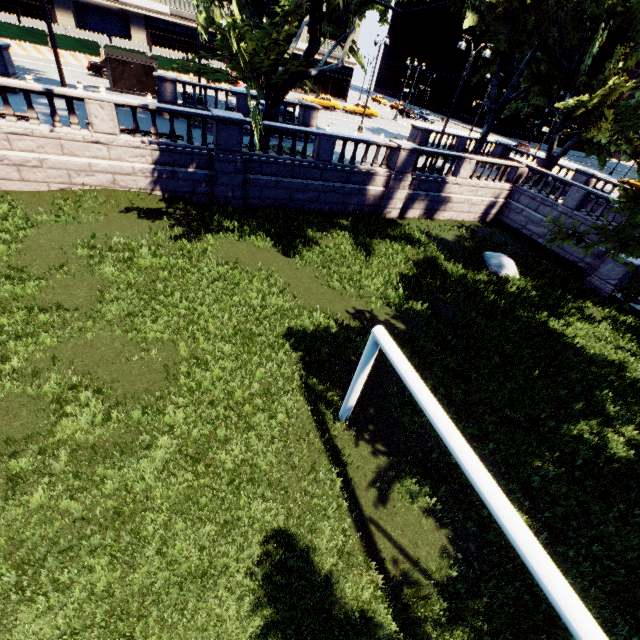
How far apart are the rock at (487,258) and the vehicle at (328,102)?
35.0m

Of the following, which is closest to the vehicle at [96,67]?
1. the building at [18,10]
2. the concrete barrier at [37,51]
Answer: the concrete barrier at [37,51]

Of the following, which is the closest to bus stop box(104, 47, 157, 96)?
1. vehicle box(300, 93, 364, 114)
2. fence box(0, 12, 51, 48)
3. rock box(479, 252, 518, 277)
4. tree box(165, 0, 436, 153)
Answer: tree box(165, 0, 436, 153)

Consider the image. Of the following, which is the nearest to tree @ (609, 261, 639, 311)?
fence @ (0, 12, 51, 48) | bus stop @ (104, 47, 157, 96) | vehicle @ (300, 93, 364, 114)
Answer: bus stop @ (104, 47, 157, 96)

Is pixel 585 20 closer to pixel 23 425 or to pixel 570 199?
pixel 570 199

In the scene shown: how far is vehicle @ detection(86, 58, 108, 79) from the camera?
27.25m

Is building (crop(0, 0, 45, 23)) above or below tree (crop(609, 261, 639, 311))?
above

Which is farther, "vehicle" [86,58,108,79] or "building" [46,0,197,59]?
"building" [46,0,197,59]
